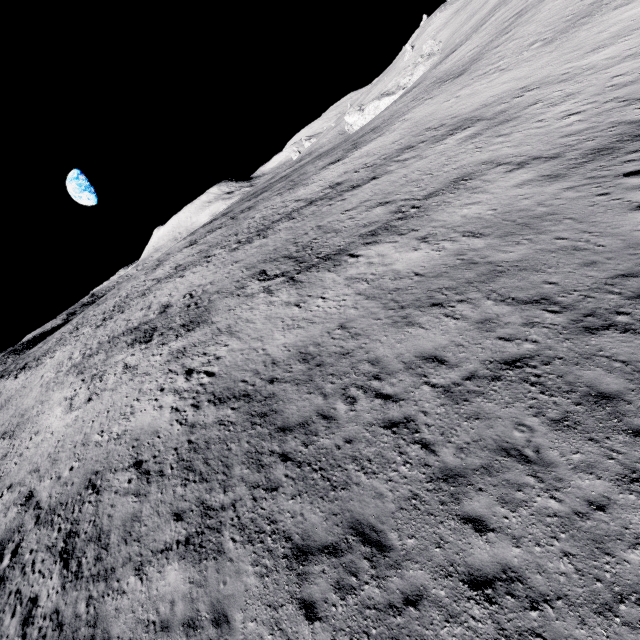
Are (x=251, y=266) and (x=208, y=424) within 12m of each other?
no
